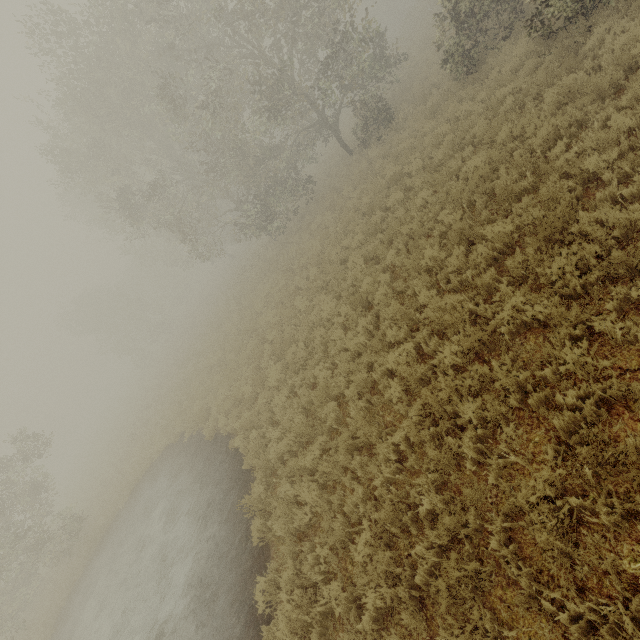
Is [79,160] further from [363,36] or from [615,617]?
[615,617]
